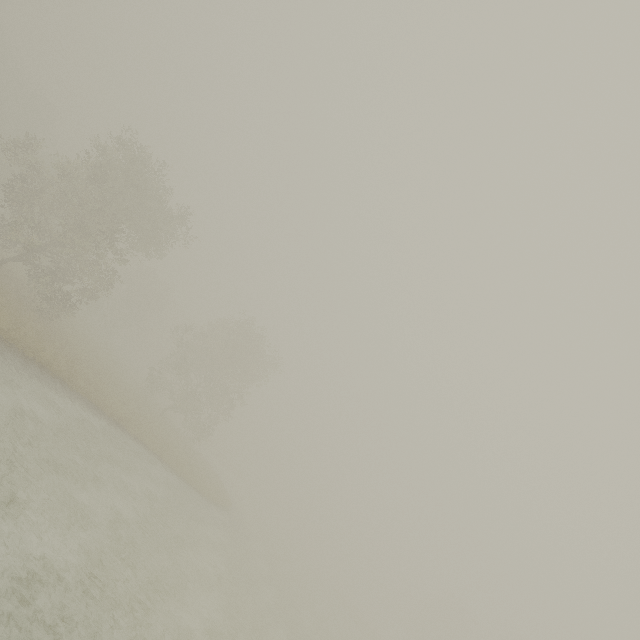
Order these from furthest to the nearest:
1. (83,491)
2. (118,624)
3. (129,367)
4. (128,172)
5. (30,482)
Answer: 1. (129,367)
2. (128,172)
3. (83,491)
4. (30,482)
5. (118,624)
